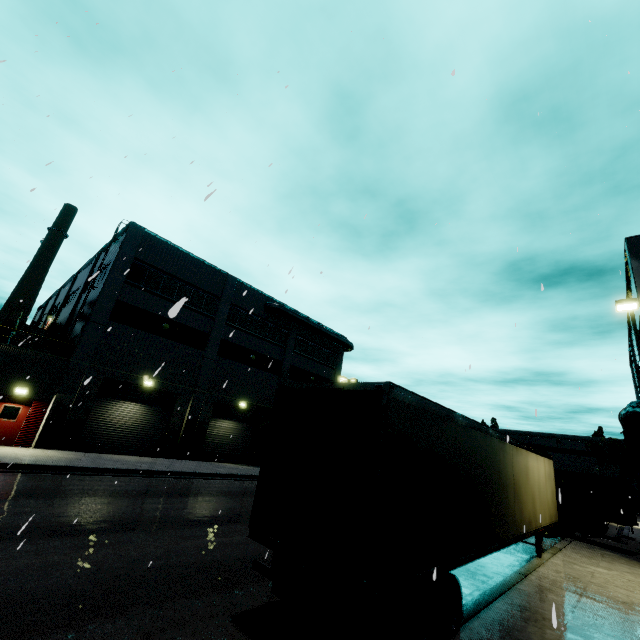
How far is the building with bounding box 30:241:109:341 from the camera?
25.4 meters

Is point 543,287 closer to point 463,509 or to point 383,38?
point 463,509

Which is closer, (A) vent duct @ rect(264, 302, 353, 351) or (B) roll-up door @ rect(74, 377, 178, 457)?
(B) roll-up door @ rect(74, 377, 178, 457)

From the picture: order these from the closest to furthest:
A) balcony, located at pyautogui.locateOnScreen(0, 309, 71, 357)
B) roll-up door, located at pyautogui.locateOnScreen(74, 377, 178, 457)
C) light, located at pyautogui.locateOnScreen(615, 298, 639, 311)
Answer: light, located at pyautogui.locateOnScreen(615, 298, 639, 311) < balcony, located at pyautogui.locateOnScreen(0, 309, 71, 357) < roll-up door, located at pyautogui.locateOnScreen(74, 377, 178, 457)

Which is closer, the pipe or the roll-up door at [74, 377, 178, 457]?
the pipe

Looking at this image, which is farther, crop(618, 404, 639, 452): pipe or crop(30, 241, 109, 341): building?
crop(30, 241, 109, 341): building

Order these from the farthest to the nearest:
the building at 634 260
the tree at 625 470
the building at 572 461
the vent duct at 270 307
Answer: the building at 572 461
the tree at 625 470
the vent duct at 270 307
the building at 634 260

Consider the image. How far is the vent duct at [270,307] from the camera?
30.2 meters
